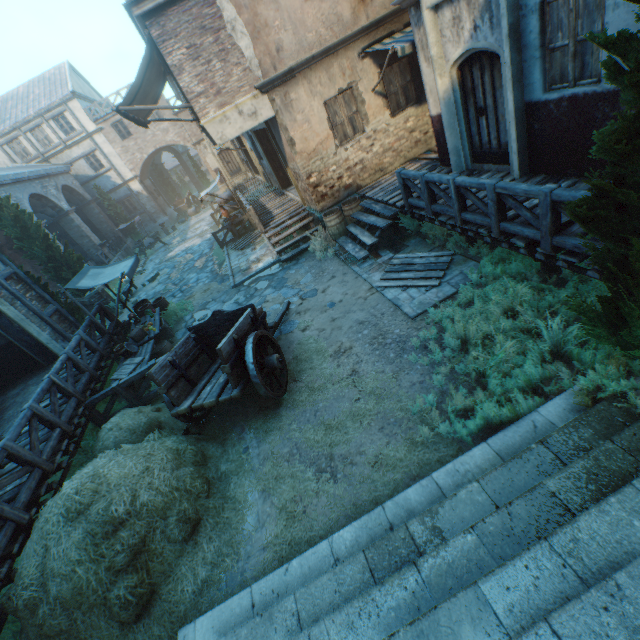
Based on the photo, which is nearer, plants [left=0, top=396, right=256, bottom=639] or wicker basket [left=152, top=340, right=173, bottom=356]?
plants [left=0, top=396, right=256, bottom=639]

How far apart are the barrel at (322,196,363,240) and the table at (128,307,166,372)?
6.31m

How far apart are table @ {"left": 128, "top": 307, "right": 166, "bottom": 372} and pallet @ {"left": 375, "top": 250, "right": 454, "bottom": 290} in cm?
673

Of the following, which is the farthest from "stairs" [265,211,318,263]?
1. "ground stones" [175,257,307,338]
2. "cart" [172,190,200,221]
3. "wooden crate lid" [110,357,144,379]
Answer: "cart" [172,190,200,221]

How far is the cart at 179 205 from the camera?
31.03m

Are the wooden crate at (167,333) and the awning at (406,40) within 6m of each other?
no

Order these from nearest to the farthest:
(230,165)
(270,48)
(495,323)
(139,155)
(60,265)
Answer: (495,323)
(270,48)
(60,265)
(139,155)
(230,165)

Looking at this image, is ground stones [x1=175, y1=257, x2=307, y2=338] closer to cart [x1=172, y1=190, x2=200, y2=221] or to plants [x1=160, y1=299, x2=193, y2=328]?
plants [x1=160, y1=299, x2=193, y2=328]
